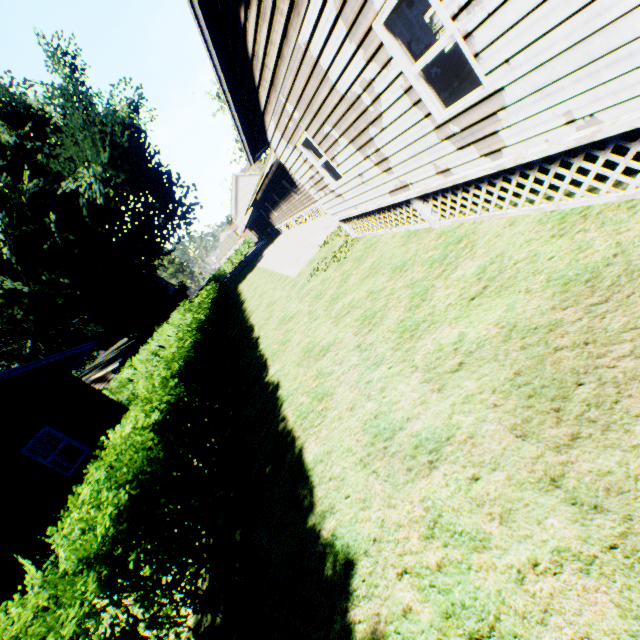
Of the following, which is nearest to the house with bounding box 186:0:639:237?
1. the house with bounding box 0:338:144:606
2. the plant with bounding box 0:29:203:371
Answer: the house with bounding box 0:338:144:606

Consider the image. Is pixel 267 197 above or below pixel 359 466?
above

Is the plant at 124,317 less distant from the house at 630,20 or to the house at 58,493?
the house at 58,493

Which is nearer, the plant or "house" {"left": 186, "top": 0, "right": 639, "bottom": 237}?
"house" {"left": 186, "top": 0, "right": 639, "bottom": 237}

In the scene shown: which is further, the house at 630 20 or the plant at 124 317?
the plant at 124 317

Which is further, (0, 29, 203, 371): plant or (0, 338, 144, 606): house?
(0, 29, 203, 371): plant

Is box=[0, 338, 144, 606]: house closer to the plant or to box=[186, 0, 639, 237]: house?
the plant
